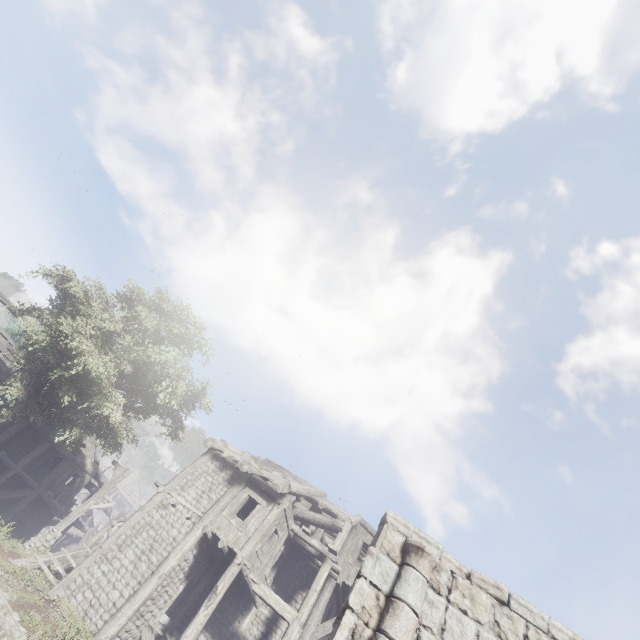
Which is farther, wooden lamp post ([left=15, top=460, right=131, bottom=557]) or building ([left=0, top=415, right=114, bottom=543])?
building ([left=0, top=415, right=114, bottom=543])

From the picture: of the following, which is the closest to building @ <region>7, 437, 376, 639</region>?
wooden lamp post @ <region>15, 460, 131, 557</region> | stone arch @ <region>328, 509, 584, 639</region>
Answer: stone arch @ <region>328, 509, 584, 639</region>

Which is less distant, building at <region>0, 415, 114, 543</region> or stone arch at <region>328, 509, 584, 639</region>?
stone arch at <region>328, 509, 584, 639</region>

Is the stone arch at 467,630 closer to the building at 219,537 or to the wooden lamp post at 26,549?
the building at 219,537

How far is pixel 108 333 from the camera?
14.9 meters

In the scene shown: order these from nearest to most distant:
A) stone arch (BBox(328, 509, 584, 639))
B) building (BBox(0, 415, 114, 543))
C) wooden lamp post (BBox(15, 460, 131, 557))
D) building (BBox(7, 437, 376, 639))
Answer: stone arch (BBox(328, 509, 584, 639)) < building (BBox(7, 437, 376, 639)) < wooden lamp post (BBox(15, 460, 131, 557)) < building (BBox(0, 415, 114, 543))

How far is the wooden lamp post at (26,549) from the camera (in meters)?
14.15
